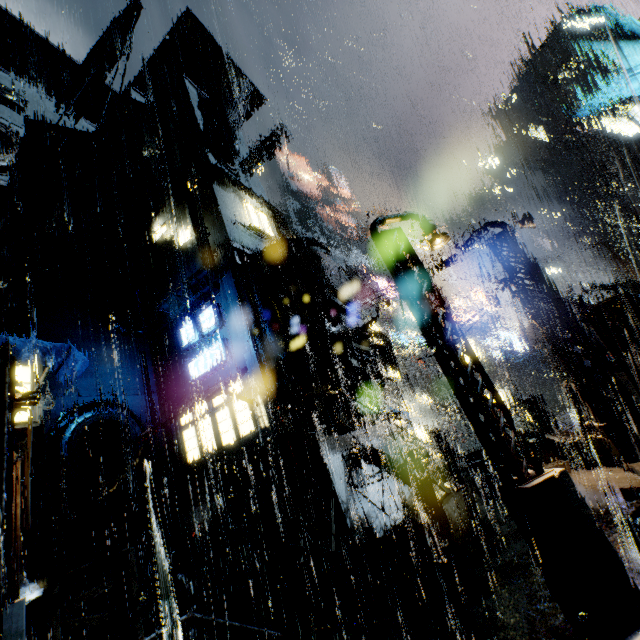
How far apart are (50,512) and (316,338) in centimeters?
1502cm

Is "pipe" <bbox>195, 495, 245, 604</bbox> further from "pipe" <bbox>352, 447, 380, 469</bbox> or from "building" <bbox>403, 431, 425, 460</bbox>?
"pipe" <bbox>352, 447, 380, 469</bbox>

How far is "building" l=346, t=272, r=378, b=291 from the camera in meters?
56.7 m

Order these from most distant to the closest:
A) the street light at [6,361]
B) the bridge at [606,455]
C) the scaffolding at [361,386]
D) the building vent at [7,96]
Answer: the building vent at [7,96]
the bridge at [606,455]
the scaffolding at [361,386]
the street light at [6,361]

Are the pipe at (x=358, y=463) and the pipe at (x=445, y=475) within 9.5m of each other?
yes

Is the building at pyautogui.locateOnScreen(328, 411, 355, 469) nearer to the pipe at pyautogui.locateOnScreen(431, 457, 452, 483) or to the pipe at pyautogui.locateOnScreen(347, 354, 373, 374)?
the pipe at pyautogui.locateOnScreen(431, 457, 452, 483)

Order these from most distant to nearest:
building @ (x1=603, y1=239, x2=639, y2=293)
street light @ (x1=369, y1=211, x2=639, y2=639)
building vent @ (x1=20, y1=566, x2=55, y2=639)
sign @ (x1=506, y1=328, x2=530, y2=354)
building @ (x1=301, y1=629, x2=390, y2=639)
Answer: sign @ (x1=506, y1=328, x2=530, y2=354) → building @ (x1=603, y1=239, x2=639, y2=293) → building vent @ (x1=20, y1=566, x2=55, y2=639) → building @ (x1=301, y1=629, x2=390, y2=639) → street light @ (x1=369, y1=211, x2=639, y2=639)
